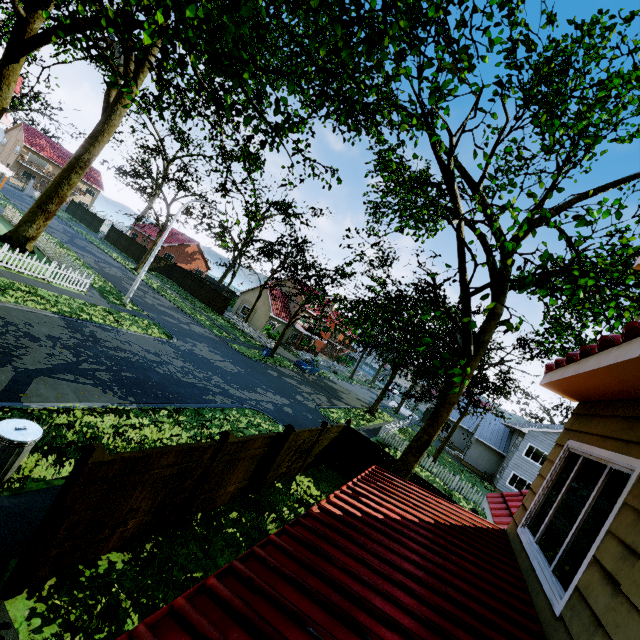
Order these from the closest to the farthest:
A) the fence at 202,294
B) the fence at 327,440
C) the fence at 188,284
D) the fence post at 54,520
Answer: the fence post at 54,520 < the fence at 327,440 < the fence at 202,294 < the fence at 188,284

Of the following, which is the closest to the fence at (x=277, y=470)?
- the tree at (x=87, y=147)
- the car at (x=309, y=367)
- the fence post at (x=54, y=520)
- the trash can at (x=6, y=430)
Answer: the fence post at (x=54, y=520)

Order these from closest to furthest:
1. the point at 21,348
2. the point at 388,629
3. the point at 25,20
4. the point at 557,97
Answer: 1. the point at 388,629
2. the point at 557,97
3. the point at 21,348
4. the point at 25,20

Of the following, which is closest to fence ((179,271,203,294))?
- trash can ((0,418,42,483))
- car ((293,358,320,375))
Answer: trash can ((0,418,42,483))

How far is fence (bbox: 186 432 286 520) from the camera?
7.2m

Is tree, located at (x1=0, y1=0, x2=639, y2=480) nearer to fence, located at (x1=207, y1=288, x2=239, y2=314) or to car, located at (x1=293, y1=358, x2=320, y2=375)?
fence, located at (x1=207, y1=288, x2=239, y2=314)

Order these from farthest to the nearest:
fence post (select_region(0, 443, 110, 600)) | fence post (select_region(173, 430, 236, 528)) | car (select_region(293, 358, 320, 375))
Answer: car (select_region(293, 358, 320, 375))
fence post (select_region(173, 430, 236, 528))
fence post (select_region(0, 443, 110, 600))
